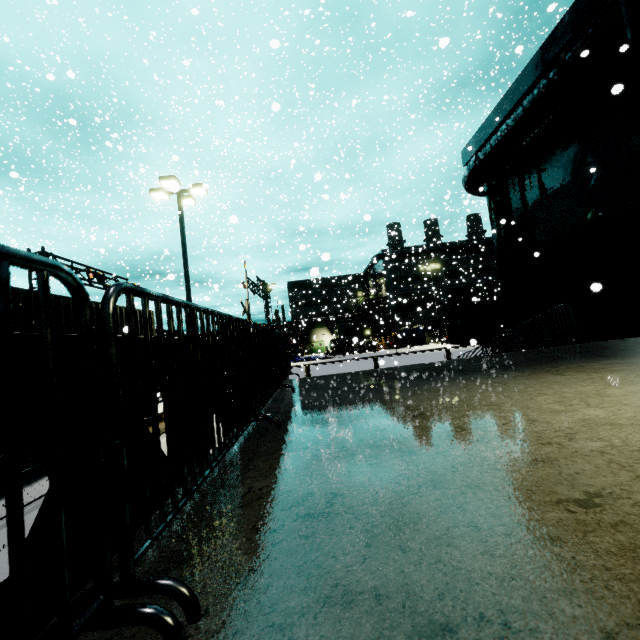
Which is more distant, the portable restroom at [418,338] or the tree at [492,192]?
the portable restroom at [418,338]

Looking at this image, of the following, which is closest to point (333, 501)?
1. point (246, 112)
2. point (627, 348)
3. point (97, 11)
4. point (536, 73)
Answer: point (627, 348)

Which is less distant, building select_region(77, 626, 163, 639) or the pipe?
building select_region(77, 626, 163, 639)

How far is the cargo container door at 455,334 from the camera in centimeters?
1956cm

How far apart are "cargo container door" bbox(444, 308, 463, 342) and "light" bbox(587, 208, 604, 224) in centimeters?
969cm

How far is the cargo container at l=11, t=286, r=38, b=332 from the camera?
6.81m

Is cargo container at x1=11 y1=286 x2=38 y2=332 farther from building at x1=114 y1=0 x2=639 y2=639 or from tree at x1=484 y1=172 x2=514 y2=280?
tree at x1=484 y1=172 x2=514 y2=280

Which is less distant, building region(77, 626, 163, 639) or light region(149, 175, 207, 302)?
building region(77, 626, 163, 639)
